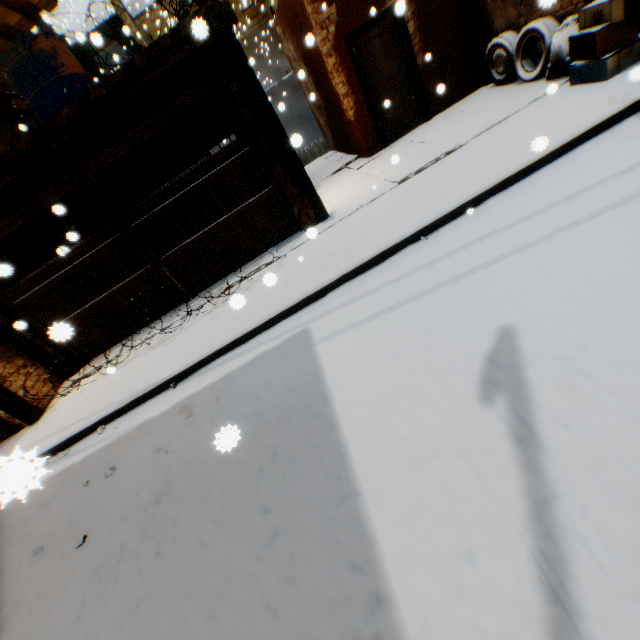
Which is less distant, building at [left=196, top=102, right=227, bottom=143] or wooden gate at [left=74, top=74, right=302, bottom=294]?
wooden gate at [left=74, top=74, right=302, bottom=294]

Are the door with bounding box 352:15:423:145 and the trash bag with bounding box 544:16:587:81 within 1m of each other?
no

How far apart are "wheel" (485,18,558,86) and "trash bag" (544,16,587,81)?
0.1 meters

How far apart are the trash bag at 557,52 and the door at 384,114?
1.9m

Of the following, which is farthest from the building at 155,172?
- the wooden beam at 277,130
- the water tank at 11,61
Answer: the water tank at 11,61

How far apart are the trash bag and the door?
1.91m

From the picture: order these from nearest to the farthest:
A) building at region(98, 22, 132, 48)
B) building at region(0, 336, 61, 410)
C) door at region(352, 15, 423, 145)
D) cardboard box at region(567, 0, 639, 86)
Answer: cardboard box at region(567, 0, 639, 86) < building at region(0, 336, 61, 410) < door at region(352, 15, 423, 145) < building at region(98, 22, 132, 48)

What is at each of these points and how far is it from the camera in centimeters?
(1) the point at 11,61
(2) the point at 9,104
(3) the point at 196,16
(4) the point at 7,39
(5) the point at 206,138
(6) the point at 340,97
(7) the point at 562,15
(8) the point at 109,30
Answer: (1) water tank, 738cm
(2) building, 983cm
(3) building, 474cm
(4) building, 243cm
(5) building, 1042cm
(6) building, 805cm
(7) building, 578cm
(8) building, 1584cm
